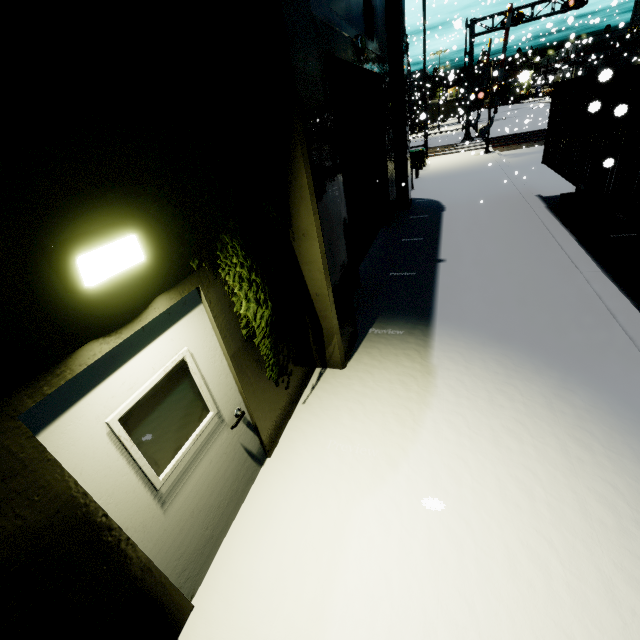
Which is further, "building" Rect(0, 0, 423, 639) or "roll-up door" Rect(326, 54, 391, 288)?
"roll-up door" Rect(326, 54, 391, 288)

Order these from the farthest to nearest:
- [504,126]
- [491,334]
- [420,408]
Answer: [504,126] → [491,334] → [420,408]

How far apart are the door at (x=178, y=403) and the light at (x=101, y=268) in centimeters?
37cm

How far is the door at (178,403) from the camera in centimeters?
197cm

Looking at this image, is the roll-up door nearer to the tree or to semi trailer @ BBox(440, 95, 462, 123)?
the tree

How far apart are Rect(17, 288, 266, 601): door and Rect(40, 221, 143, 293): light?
0.37m

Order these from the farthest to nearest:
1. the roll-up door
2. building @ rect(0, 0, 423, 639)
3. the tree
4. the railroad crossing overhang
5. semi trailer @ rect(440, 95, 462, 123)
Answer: semi trailer @ rect(440, 95, 462, 123) < the railroad crossing overhang < the roll-up door < the tree < building @ rect(0, 0, 423, 639)

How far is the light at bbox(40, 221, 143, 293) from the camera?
1.7 meters
